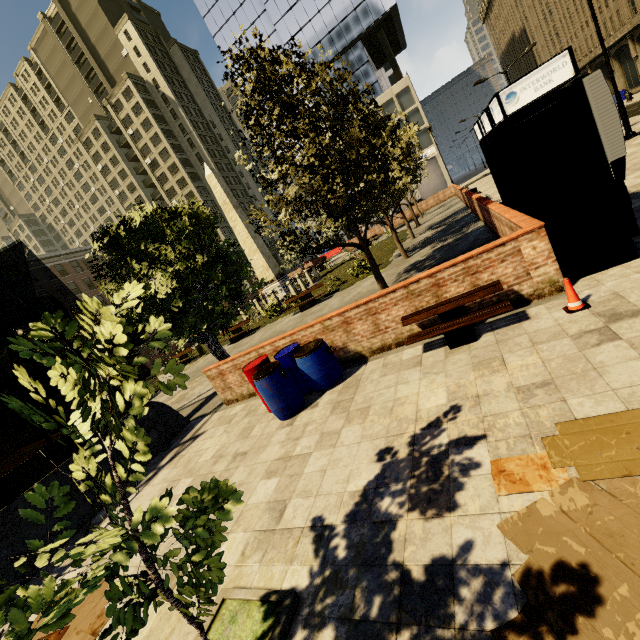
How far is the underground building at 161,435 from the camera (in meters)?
8.48

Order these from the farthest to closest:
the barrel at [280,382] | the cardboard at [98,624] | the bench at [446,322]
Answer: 1. the barrel at [280,382]
2. the bench at [446,322]
3. the cardboard at [98,624]

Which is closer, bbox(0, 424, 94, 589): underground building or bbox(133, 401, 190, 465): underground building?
bbox(0, 424, 94, 589): underground building

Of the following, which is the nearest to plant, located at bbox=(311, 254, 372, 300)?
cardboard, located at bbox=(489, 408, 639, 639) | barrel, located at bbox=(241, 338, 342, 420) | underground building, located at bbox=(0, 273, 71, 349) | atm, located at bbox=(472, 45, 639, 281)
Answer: underground building, located at bbox=(0, 273, 71, 349)

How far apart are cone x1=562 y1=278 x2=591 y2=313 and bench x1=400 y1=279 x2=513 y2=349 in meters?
0.7 m

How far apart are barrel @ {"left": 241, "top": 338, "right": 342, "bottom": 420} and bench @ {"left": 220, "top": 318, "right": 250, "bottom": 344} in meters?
12.0 m

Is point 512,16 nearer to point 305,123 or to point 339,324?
point 305,123

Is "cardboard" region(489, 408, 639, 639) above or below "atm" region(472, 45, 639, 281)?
below
